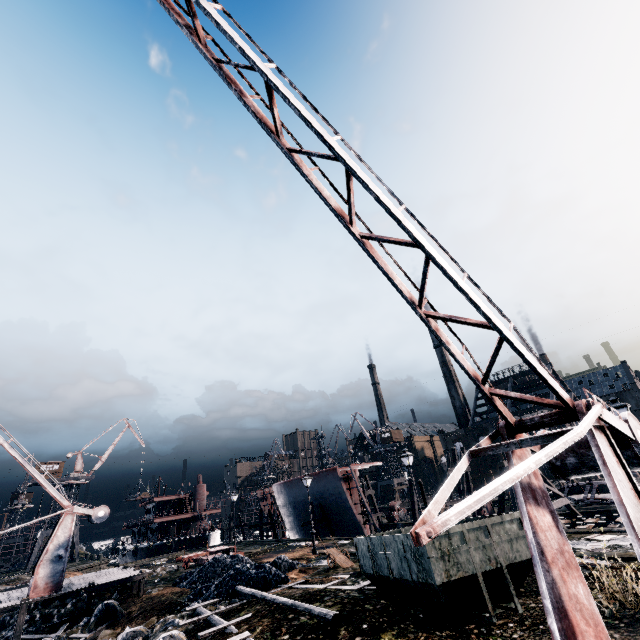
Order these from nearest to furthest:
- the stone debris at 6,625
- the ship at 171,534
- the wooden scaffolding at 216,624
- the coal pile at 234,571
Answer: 1. the wooden scaffolding at 216,624
2. the coal pile at 234,571
3. the stone debris at 6,625
4. the ship at 171,534

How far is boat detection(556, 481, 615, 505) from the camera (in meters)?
28.77

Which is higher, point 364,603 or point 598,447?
point 598,447

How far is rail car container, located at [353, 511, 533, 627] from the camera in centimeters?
852cm

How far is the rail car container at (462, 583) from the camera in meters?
8.5 m

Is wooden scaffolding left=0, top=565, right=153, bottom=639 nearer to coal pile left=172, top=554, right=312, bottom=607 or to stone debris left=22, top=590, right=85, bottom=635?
stone debris left=22, top=590, right=85, bottom=635

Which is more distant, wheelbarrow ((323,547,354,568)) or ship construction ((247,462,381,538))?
ship construction ((247,462,381,538))

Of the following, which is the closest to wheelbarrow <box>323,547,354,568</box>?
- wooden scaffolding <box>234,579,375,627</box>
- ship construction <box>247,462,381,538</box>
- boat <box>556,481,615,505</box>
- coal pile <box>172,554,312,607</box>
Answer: coal pile <box>172,554,312,607</box>
